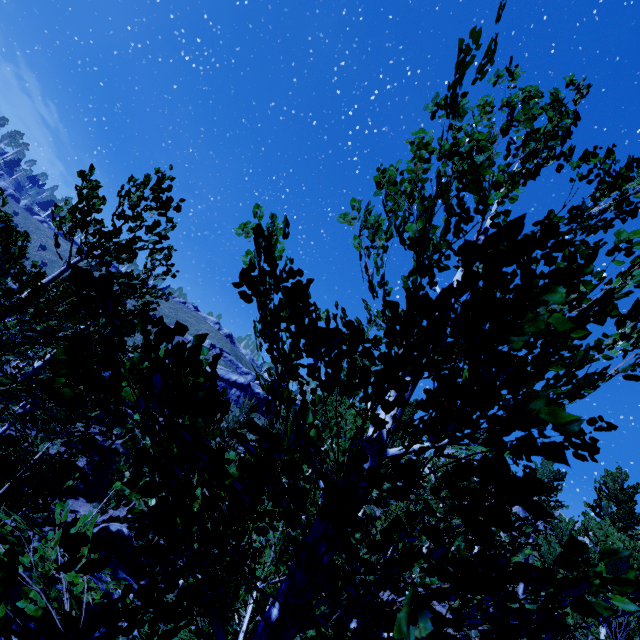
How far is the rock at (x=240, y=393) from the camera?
44.41m

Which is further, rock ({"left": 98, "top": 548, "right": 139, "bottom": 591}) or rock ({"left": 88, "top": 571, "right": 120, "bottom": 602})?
rock ({"left": 98, "top": 548, "right": 139, "bottom": 591})

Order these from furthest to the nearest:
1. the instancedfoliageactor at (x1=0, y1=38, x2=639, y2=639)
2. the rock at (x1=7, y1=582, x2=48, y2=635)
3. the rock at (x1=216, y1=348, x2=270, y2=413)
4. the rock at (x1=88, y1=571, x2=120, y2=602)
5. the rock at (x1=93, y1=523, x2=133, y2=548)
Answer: the rock at (x1=216, y1=348, x2=270, y2=413)
the rock at (x1=93, y1=523, x2=133, y2=548)
the rock at (x1=88, y1=571, x2=120, y2=602)
the rock at (x1=7, y1=582, x2=48, y2=635)
the instancedfoliageactor at (x1=0, y1=38, x2=639, y2=639)

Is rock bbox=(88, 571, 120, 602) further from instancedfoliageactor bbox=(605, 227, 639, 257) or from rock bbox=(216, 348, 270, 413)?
rock bbox=(216, 348, 270, 413)

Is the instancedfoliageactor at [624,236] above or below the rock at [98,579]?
above

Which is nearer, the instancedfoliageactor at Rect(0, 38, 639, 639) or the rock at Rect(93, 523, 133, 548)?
the instancedfoliageactor at Rect(0, 38, 639, 639)

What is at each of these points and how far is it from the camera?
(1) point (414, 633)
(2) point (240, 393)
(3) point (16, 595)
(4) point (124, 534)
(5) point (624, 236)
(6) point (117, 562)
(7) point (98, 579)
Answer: (1) instancedfoliageactor, 0.61m
(2) rock, 45.41m
(3) rock, 8.59m
(4) rock, 14.17m
(5) instancedfoliageactor, 1.66m
(6) rock, 12.32m
(7) rock, 10.39m
